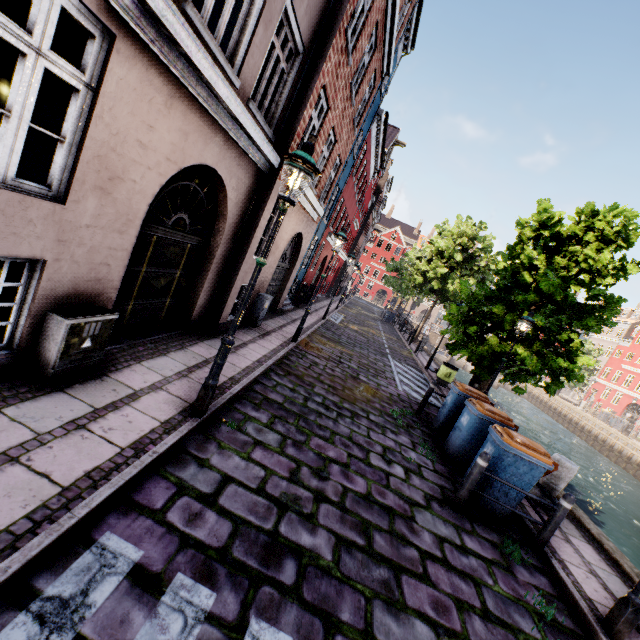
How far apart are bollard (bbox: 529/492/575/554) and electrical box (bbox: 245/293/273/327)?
8.0 meters

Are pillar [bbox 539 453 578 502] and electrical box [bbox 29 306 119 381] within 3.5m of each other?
no

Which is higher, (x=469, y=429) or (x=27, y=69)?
(x=27, y=69)

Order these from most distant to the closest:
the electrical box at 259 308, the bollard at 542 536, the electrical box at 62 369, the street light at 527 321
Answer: the electrical box at 259 308 < the street light at 527 321 < the bollard at 542 536 < the electrical box at 62 369

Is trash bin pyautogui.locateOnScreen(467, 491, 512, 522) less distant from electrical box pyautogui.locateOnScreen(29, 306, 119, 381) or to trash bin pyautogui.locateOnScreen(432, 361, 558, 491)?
trash bin pyautogui.locateOnScreen(432, 361, 558, 491)

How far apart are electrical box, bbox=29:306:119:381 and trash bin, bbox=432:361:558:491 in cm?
679

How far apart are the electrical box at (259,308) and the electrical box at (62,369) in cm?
537

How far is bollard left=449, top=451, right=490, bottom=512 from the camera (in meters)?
5.12
